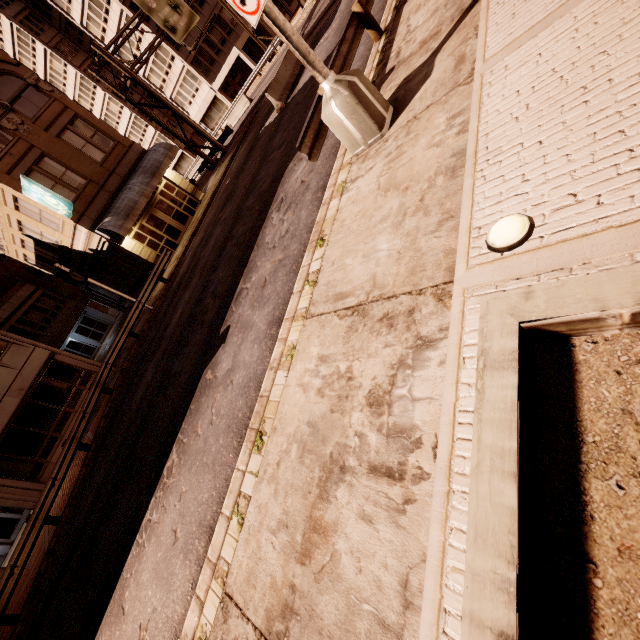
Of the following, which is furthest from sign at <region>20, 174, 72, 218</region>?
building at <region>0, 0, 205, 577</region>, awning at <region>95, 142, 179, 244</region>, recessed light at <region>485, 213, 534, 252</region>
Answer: recessed light at <region>485, 213, 534, 252</region>

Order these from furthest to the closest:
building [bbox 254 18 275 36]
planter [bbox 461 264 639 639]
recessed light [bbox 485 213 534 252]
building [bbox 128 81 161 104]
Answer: building [bbox 128 81 161 104] → building [bbox 254 18 275 36] → recessed light [bbox 485 213 534 252] → planter [bbox 461 264 639 639]

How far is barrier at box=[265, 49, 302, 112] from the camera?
16.3m

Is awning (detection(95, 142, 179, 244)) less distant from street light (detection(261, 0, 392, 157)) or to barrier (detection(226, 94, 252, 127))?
barrier (detection(226, 94, 252, 127))

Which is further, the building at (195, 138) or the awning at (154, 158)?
the building at (195, 138)

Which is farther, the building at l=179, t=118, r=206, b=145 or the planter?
the building at l=179, t=118, r=206, b=145

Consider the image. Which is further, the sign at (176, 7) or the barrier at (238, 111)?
the barrier at (238, 111)

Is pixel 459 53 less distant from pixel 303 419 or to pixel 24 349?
pixel 303 419
